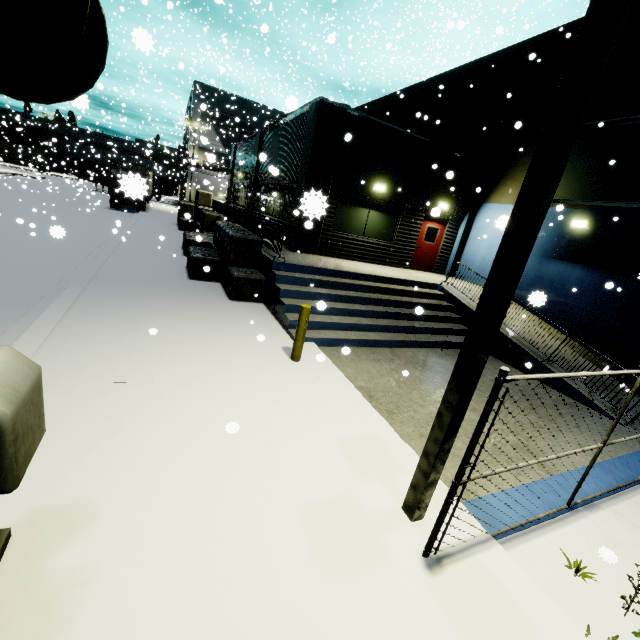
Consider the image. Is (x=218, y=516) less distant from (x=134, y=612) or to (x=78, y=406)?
(x=134, y=612)

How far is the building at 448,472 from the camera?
4.8m

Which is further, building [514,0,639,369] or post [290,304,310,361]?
building [514,0,639,369]

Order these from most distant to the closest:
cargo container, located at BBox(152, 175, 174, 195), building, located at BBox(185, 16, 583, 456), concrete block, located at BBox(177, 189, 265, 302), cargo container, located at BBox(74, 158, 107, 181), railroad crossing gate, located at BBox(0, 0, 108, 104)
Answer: cargo container, located at BBox(152, 175, 174, 195) < cargo container, located at BBox(74, 158, 107, 181) < concrete block, located at BBox(177, 189, 265, 302) < building, located at BBox(185, 16, 583, 456) < railroad crossing gate, located at BBox(0, 0, 108, 104)

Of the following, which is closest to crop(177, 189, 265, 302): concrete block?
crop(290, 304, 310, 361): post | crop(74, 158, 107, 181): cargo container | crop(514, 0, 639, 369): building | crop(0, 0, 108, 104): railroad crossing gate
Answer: crop(514, 0, 639, 369): building

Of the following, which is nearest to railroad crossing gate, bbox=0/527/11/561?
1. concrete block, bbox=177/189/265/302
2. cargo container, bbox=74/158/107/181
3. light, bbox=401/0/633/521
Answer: concrete block, bbox=177/189/265/302

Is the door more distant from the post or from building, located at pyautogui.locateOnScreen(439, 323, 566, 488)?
the post

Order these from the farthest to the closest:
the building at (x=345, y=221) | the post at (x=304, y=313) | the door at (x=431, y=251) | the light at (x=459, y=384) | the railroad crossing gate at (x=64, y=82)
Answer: the door at (x=431, y=251) < the building at (x=345, y=221) < the post at (x=304, y=313) < the light at (x=459, y=384) < the railroad crossing gate at (x=64, y=82)
